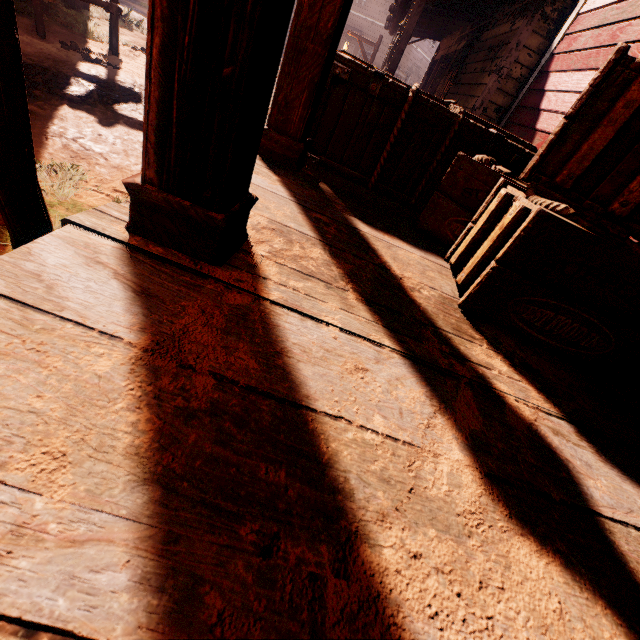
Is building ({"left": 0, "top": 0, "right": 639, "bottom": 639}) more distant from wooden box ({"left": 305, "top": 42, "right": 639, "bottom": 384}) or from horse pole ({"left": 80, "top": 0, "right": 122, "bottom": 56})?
horse pole ({"left": 80, "top": 0, "right": 122, "bottom": 56})

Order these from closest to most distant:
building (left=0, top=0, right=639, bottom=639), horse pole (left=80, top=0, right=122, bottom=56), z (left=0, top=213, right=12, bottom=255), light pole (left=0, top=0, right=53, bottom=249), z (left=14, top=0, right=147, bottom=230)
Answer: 1. building (left=0, top=0, right=639, bottom=639)
2. light pole (left=0, top=0, right=53, bottom=249)
3. z (left=0, top=213, right=12, bottom=255)
4. z (left=14, top=0, right=147, bottom=230)
5. horse pole (left=80, top=0, right=122, bottom=56)

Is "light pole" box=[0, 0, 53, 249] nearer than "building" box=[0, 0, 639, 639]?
No

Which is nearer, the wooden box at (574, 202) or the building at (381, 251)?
the building at (381, 251)

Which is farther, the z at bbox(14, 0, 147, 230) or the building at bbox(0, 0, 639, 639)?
the z at bbox(14, 0, 147, 230)

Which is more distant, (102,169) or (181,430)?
(102,169)

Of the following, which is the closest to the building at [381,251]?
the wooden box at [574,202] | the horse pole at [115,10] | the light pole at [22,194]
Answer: the wooden box at [574,202]

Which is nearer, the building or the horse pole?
the building
